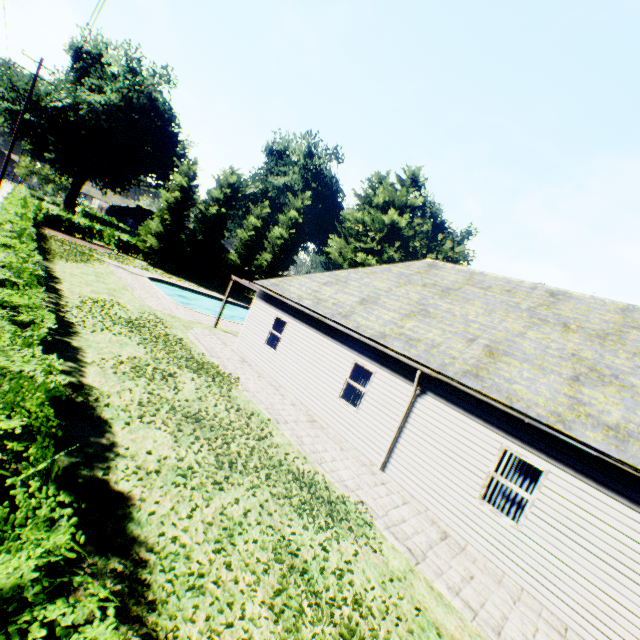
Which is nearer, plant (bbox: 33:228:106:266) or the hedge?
the hedge

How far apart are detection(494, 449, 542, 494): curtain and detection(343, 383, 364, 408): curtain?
4.0m

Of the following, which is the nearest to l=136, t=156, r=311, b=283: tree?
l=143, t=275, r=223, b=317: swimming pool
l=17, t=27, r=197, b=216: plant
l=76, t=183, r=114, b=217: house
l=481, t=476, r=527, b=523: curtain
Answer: l=17, t=27, r=197, b=216: plant

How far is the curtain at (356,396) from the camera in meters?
11.1 m

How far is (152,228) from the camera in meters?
33.6 m

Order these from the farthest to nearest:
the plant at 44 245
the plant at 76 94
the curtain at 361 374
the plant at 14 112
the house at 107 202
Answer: the house at 107 202 → the plant at 76 94 → the plant at 14 112 → the plant at 44 245 → the curtain at 361 374

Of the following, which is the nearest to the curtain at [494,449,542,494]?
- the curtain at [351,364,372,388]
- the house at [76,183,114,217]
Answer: the curtain at [351,364,372,388]

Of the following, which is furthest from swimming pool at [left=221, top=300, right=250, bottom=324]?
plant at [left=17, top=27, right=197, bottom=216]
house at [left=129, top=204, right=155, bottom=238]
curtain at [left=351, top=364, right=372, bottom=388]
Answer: house at [left=129, top=204, right=155, bottom=238]
